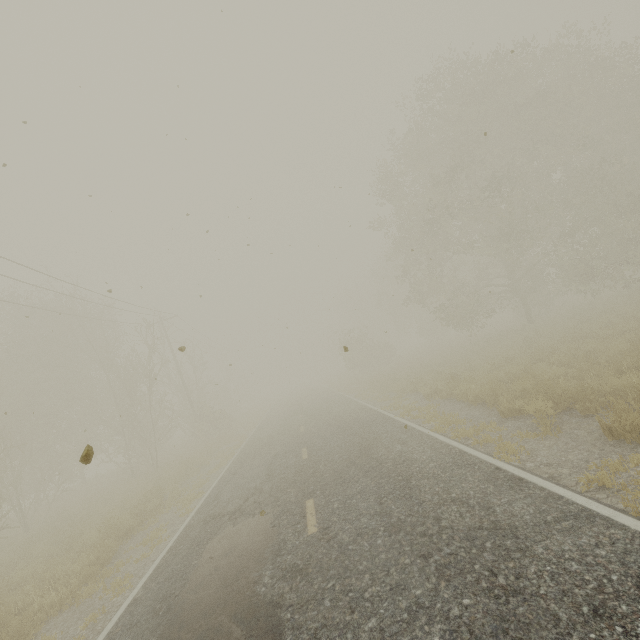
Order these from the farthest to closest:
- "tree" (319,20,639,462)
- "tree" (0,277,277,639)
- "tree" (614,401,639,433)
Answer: "tree" (319,20,639,462), "tree" (0,277,277,639), "tree" (614,401,639,433)

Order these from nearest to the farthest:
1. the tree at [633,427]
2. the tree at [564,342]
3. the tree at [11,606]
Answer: the tree at [633,427] < the tree at [11,606] < the tree at [564,342]

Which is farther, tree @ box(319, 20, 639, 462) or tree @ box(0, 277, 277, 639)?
tree @ box(319, 20, 639, 462)

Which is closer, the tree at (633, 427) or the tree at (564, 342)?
the tree at (633, 427)

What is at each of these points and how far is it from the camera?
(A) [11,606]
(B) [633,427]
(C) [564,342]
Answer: (A) tree, 6.6 meters
(B) tree, 5.3 meters
(C) tree, 13.9 meters
